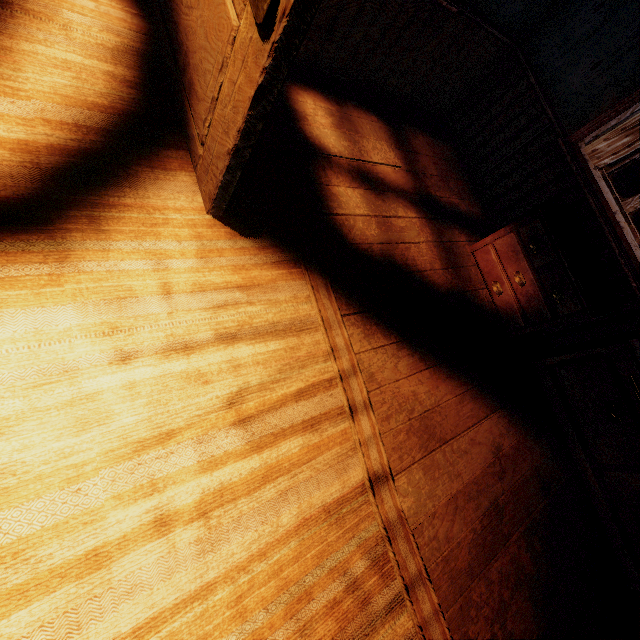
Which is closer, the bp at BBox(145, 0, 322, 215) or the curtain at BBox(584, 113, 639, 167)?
the bp at BBox(145, 0, 322, 215)

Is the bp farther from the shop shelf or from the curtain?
the shop shelf

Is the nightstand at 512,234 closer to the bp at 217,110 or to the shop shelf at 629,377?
the shop shelf at 629,377

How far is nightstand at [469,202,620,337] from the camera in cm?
248

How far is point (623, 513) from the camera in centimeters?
263cm

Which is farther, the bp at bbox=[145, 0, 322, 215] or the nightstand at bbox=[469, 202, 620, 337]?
the nightstand at bbox=[469, 202, 620, 337]

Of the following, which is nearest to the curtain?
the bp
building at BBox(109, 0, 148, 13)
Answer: building at BBox(109, 0, 148, 13)

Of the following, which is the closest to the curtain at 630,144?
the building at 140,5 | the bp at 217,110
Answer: the building at 140,5
